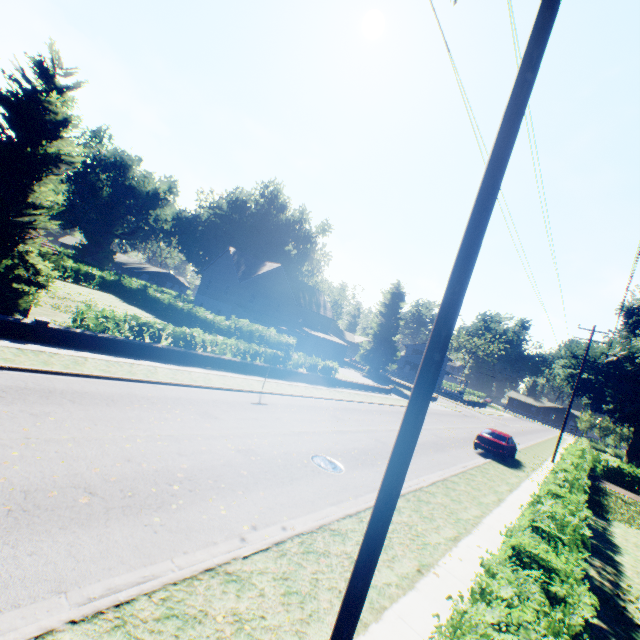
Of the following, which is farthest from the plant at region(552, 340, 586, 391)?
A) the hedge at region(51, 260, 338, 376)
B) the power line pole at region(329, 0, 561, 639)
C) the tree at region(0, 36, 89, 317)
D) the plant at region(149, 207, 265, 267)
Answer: the power line pole at region(329, 0, 561, 639)

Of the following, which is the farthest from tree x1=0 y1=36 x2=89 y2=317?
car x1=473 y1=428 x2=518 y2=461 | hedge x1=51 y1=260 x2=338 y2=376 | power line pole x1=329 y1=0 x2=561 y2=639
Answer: car x1=473 y1=428 x2=518 y2=461

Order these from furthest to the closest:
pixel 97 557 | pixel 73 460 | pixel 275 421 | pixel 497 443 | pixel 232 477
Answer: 1. pixel 497 443
2. pixel 275 421
3. pixel 232 477
4. pixel 73 460
5. pixel 97 557

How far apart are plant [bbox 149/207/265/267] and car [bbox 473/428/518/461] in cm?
5090

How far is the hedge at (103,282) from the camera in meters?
15.4 m

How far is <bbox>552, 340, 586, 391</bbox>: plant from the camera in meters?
40.3

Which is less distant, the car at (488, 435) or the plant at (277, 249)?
the car at (488, 435)

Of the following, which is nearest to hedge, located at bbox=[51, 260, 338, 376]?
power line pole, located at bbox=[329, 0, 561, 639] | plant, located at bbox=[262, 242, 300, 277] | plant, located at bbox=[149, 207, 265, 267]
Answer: plant, located at bbox=[262, 242, 300, 277]
